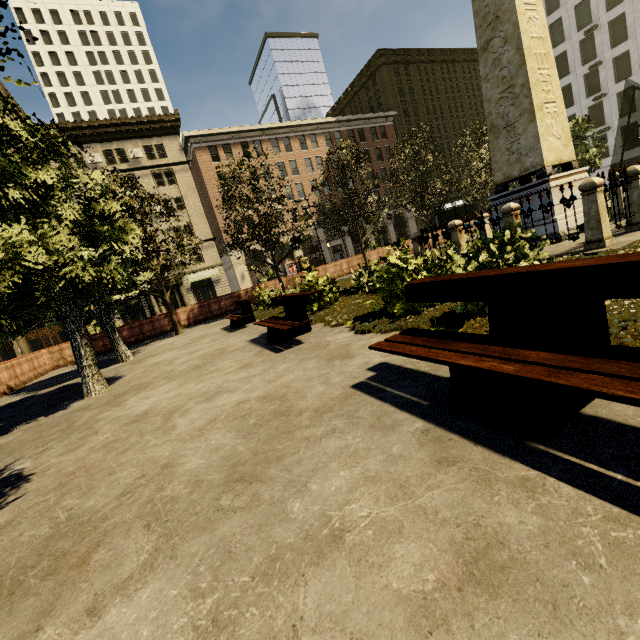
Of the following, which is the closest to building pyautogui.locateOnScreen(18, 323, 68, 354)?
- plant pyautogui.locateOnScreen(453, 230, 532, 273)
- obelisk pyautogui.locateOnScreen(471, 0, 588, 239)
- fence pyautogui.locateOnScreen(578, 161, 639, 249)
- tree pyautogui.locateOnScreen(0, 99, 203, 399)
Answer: tree pyautogui.locateOnScreen(0, 99, 203, 399)

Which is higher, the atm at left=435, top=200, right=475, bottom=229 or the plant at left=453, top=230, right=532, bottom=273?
the atm at left=435, top=200, right=475, bottom=229

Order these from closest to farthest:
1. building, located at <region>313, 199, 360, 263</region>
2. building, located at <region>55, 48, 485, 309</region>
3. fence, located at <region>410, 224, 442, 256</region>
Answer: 1. fence, located at <region>410, 224, 442, 256</region>
2. building, located at <region>55, 48, 485, 309</region>
3. building, located at <region>313, 199, 360, 263</region>

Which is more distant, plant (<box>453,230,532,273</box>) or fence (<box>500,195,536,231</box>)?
fence (<box>500,195,536,231</box>)

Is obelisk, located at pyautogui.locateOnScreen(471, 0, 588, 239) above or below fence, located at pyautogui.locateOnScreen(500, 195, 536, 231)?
above

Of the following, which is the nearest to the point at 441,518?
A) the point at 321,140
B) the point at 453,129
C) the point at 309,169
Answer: the point at 309,169

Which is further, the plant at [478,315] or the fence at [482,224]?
the fence at [482,224]

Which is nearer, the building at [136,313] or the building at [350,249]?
the building at [136,313]
